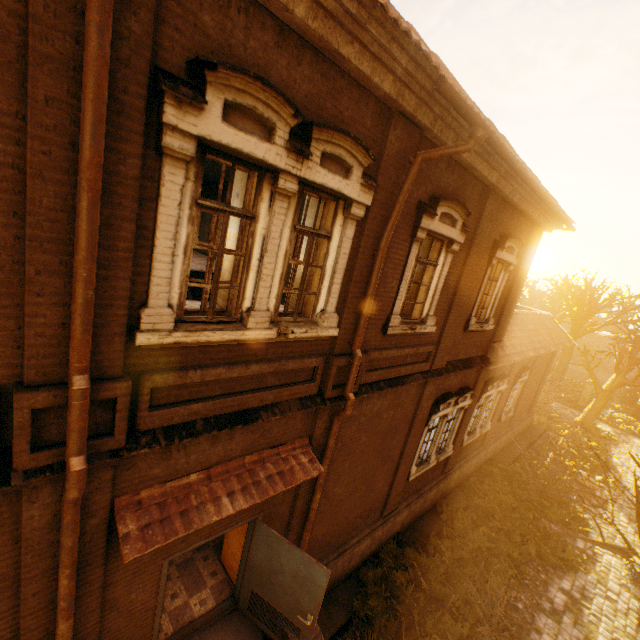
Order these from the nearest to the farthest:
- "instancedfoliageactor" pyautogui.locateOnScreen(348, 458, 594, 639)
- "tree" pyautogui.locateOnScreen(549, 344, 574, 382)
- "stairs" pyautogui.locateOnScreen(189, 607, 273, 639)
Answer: "stairs" pyautogui.locateOnScreen(189, 607, 273, 639) < "instancedfoliageactor" pyautogui.locateOnScreen(348, 458, 594, 639) < "tree" pyautogui.locateOnScreen(549, 344, 574, 382)

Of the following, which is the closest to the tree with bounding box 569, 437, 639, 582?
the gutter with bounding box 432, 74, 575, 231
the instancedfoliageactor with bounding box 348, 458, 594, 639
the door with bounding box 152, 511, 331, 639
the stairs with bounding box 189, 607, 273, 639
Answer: the instancedfoliageactor with bounding box 348, 458, 594, 639

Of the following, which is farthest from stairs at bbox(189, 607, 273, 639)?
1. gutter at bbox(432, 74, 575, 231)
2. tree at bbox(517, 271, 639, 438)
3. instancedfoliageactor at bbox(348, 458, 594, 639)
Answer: gutter at bbox(432, 74, 575, 231)

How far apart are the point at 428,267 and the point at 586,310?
39.3m

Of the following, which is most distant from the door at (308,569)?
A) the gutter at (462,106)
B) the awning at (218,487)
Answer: the gutter at (462,106)

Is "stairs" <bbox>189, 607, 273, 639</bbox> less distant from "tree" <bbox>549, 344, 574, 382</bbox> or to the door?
the door

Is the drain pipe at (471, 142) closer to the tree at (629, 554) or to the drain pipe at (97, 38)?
the drain pipe at (97, 38)

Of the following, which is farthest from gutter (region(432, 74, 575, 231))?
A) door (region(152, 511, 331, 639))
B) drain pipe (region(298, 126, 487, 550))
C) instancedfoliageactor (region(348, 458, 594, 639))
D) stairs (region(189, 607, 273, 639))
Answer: instancedfoliageactor (region(348, 458, 594, 639))
